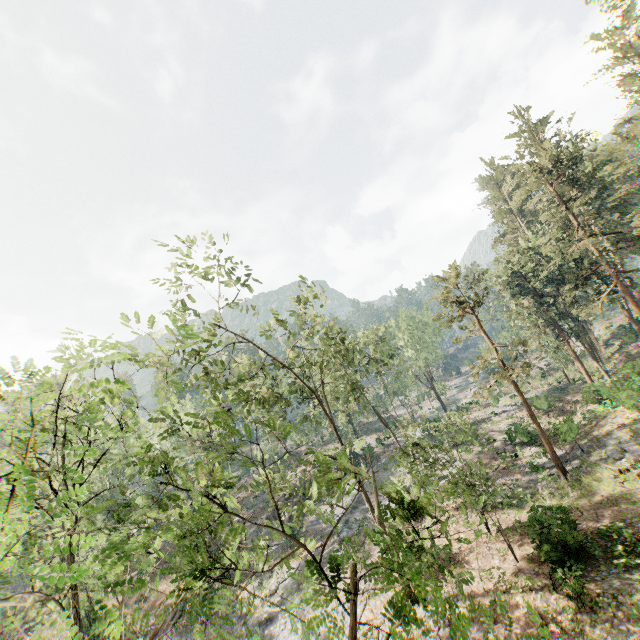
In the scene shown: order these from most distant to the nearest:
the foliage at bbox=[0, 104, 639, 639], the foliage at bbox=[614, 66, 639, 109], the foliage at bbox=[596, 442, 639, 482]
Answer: the foliage at bbox=[614, 66, 639, 109]
the foliage at bbox=[596, 442, 639, 482]
the foliage at bbox=[0, 104, 639, 639]

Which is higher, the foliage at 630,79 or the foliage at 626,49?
the foliage at 626,49

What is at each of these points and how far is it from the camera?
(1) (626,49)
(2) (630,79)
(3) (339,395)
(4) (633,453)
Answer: (1) foliage, 37.5m
(2) foliage, 38.3m
(3) foliage, 31.8m
(4) foliage, 22.2m

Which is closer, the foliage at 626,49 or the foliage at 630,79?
the foliage at 626,49

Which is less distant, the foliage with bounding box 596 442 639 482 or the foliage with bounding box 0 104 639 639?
the foliage with bounding box 0 104 639 639

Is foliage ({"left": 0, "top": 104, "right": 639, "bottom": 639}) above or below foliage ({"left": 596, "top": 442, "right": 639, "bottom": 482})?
above
